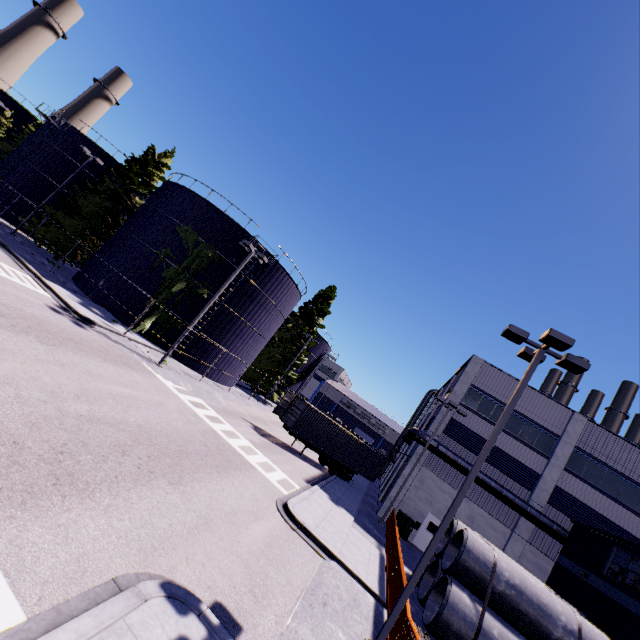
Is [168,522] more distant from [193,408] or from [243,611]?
[193,408]

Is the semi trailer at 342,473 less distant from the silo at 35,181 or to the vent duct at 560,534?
the silo at 35,181

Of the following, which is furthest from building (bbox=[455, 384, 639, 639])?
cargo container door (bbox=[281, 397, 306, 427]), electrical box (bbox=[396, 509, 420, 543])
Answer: cargo container door (bbox=[281, 397, 306, 427])

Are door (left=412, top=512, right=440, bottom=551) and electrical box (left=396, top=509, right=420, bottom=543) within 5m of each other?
yes

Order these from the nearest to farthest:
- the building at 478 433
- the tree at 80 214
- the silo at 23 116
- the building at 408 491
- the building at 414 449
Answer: the building at 408 491
the building at 414 449
the building at 478 433
the tree at 80 214
the silo at 23 116

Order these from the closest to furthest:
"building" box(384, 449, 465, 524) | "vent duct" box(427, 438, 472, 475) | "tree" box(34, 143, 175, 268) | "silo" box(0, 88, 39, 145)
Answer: "vent duct" box(427, 438, 472, 475)
"building" box(384, 449, 465, 524)
"tree" box(34, 143, 175, 268)
"silo" box(0, 88, 39, 145)

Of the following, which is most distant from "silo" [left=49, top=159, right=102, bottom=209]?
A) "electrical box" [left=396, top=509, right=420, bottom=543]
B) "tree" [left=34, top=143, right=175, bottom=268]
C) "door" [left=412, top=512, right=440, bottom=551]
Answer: "door" [left=412, top=512, right=440, bottom=551]

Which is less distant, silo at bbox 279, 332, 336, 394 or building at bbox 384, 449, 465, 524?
building at bbox 384, 449, 465, 524
